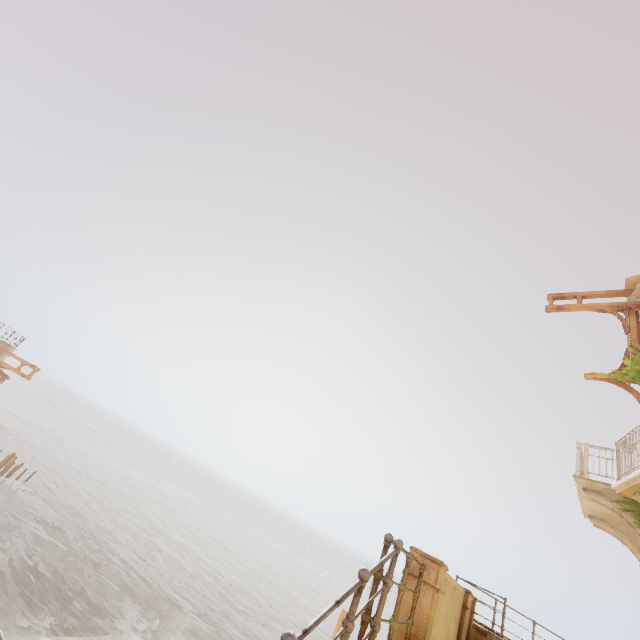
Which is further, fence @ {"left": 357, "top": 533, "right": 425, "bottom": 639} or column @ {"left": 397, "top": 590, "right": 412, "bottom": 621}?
column @ {"left": 397, "top": 590, "right": 412, "bottom": 621}

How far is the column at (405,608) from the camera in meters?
4.8

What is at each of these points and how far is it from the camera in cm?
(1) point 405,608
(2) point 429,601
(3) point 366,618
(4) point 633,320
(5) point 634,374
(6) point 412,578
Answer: (1) column, 485
(2) column, 480
(3) fence, 317
(4) trim, 1198
(5) plant, 1065
(6) column, 500

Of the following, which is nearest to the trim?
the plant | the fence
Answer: the plant

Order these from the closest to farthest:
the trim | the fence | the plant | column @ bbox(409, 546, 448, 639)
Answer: the fence < column @ bbox(409, 546, 448, 639) < the plant < the trim

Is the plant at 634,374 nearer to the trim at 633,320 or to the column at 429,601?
the trim at 633,320

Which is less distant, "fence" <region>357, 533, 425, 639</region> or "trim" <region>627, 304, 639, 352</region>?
"fence" <region>357, 533, 425, 639</region>

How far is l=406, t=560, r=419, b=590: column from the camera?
5.0 meters
